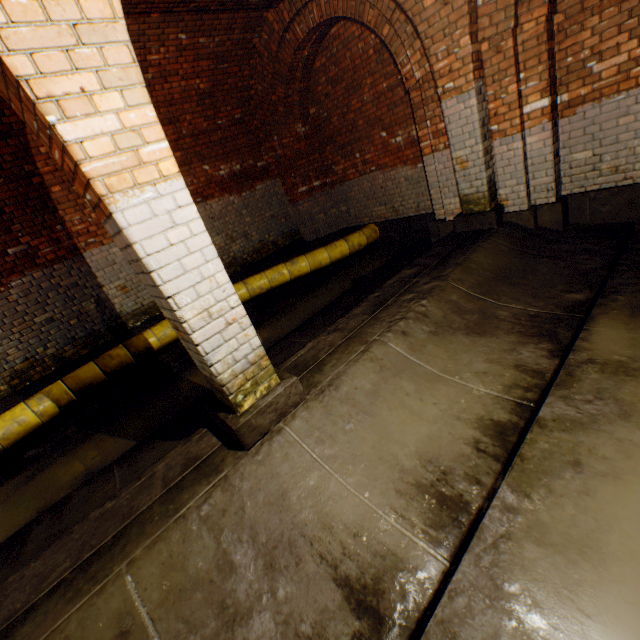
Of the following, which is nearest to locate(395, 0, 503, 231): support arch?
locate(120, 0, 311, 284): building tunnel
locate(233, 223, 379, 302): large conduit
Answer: locate(120, 0, 311, 284): building tunnel

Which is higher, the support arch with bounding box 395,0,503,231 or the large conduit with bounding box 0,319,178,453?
the support arch with bounding box 395,0,503,231

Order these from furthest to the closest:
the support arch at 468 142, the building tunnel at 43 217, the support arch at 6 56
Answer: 1. the building tunnel at 43 217
2. the support arch at 468 142
3. the support arch at 6 56

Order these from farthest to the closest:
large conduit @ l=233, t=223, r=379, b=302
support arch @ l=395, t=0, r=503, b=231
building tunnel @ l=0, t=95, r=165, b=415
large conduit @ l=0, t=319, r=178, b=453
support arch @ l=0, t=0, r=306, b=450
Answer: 1. large conduit @ l=233, t=223, r=379, b=302
2. building tunnel @ l=0, t=95, r=165, b=415
3. large conduit @ l=0, t=319, r=178, b=453
4. support arch @ l=395, t=0, r=503, b=231
5. support arch @ l=0, t=0, r=306, b=450

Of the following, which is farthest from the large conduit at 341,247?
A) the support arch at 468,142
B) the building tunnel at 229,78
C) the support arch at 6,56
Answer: the support arch at 6,56

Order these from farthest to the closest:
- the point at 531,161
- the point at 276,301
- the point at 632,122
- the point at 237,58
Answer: the point at 276,301
the point at 237,58
the point at 531,161
the point at 632,122

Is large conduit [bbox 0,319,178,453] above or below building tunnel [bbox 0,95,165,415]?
below

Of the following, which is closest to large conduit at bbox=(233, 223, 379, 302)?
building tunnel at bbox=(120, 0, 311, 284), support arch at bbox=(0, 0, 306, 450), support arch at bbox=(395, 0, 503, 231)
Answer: building tunnel at bbox=(120, 0, 311, 284)
